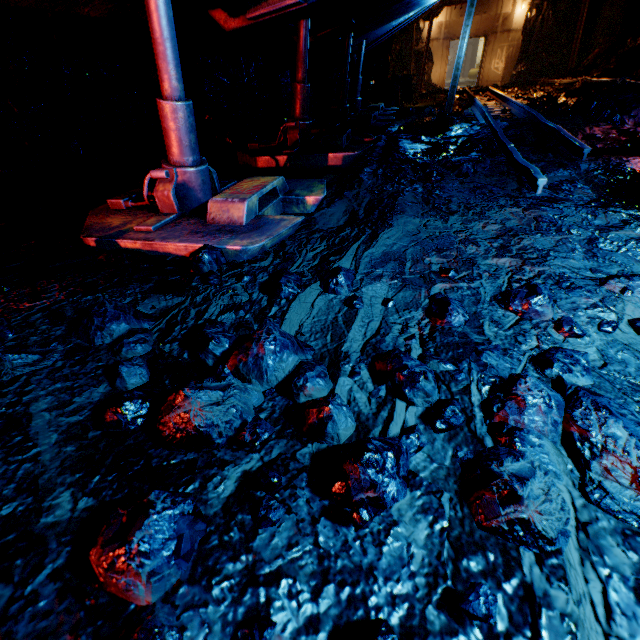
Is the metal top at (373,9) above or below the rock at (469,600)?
above

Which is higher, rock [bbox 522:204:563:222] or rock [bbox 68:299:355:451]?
rock [bbox 68:299:355:451]

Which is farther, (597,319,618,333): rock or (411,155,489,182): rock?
(411,155,489,182): rock

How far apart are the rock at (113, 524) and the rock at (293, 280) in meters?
1.1 m

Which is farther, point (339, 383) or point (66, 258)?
point (66, 258)

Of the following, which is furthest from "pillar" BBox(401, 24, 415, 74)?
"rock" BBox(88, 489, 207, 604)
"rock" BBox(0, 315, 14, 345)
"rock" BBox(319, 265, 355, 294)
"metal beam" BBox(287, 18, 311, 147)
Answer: "rock" BBox(88, 489, 207, 604)

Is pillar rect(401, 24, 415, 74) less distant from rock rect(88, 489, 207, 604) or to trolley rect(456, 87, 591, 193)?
trolley rect(456, 87, 591, 193)

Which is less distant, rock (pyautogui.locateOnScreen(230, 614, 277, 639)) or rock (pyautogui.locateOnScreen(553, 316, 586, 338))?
rock (pyautogui.locateOnScreen(230, 614, 277, 639))
